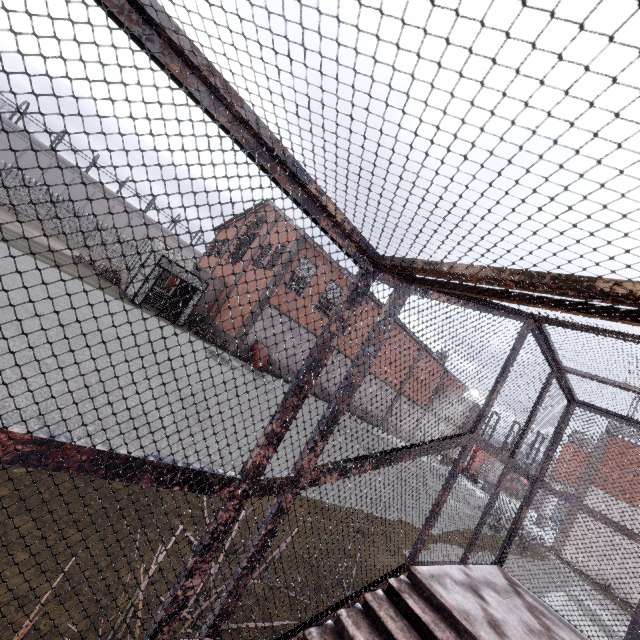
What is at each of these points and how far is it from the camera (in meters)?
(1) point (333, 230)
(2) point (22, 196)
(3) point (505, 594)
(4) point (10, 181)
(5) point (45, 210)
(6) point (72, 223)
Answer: (1) cage, 1.74
(2) fence, 32.28
(3) stair, 4.02
(4) fence, 31.56
(5) fence, 33.53
(6) fence, 35.03

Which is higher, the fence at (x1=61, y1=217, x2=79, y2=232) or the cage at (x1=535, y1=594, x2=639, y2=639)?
the fence at (x1=61, y1=217, x2=79, y2=232)

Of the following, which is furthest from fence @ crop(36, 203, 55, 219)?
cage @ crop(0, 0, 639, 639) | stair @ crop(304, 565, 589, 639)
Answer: stair @ crop(304, 565, 589, 639)

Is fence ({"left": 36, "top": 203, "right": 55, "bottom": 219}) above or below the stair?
above

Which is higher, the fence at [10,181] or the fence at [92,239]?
the fence at [10,181]

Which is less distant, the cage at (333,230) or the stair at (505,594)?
the cage at (333,230)

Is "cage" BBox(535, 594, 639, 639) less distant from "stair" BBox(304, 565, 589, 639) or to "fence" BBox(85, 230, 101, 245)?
"stair" BBox(304, 565, 589, 639)
